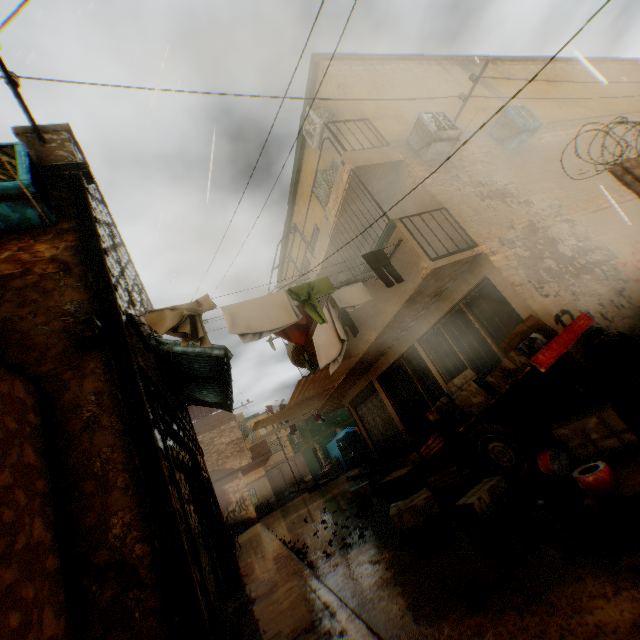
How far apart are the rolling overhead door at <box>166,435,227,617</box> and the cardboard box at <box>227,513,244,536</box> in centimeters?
8cm

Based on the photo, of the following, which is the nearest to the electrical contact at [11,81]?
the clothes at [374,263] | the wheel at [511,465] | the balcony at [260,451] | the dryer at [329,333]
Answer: the clothes at [374,263]

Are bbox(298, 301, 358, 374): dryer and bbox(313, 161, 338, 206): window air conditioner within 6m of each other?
yes

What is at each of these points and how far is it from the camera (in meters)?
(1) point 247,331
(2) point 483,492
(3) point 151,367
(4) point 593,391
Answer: (1) clothes, 5.04
(2) cardboard box, 4.22
(3) building, 5.34
(4) building, 5.60

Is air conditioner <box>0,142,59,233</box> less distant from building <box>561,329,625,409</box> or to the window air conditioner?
building <box>561,329,625,409</box>

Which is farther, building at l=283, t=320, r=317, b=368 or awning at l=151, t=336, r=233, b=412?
building at l=283, t=320, r=317, b=368

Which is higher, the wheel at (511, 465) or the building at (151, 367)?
the building at (151, 367)

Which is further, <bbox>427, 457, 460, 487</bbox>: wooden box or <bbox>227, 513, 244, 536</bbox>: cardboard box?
<bbox>227, 513, 244, 536</bbox>: cardboard box
